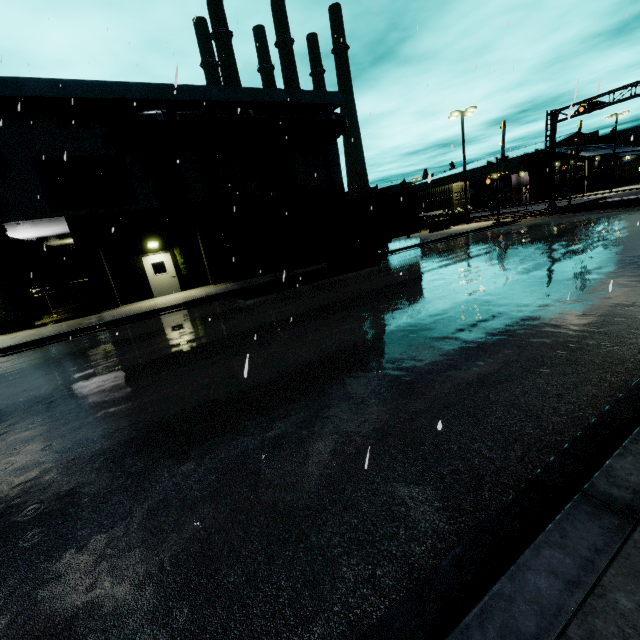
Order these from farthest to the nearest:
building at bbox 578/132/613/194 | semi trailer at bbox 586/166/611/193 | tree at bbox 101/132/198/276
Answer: semi trailer at bbox 586/166/611/193 → building at bbox 578/132/613/194 → tree at bbox 101/132/198/276

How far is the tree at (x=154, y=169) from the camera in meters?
17.0 m

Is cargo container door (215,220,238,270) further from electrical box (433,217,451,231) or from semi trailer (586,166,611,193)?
semi trailer (586,166,611,193)

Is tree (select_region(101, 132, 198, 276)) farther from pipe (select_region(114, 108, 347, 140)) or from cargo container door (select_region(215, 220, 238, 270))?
cargo container door (select_region(215, 220, 238, 270))

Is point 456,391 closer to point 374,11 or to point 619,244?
point 619,244

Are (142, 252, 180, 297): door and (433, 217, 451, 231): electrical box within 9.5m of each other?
no

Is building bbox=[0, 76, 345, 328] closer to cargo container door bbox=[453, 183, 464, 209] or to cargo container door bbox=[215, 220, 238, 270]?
cargo container door bbox=[453, 183, 464, 209]

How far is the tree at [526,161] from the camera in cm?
5228
